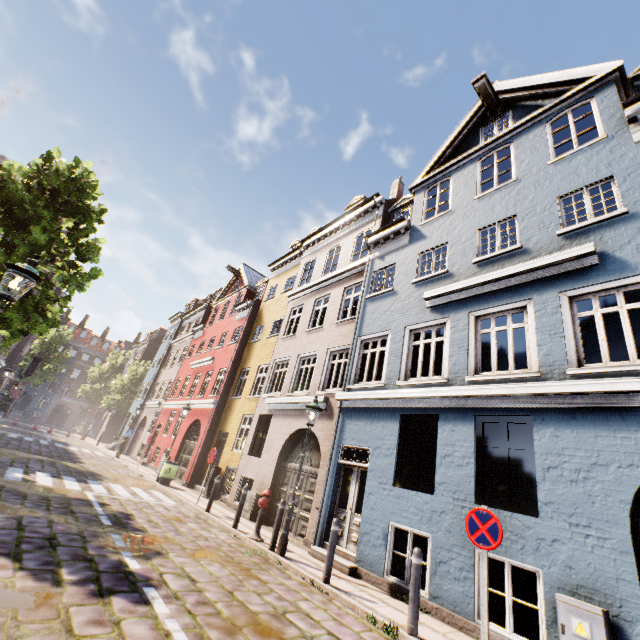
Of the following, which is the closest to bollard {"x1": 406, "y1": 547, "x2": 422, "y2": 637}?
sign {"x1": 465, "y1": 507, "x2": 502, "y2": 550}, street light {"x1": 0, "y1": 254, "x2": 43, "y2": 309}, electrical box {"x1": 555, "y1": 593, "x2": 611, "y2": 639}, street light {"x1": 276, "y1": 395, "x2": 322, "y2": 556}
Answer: → sign {"x1": 465, "y1": 507, "x2": 502, "y2": 550}

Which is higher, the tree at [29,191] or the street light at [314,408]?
the tree at [29,191]

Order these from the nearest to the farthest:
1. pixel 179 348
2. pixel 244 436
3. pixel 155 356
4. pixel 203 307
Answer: pixel 244 436 → pixel 203 307 → pixel 179 348 → pixel 155 356

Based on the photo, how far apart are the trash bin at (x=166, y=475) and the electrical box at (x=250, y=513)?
5.09m

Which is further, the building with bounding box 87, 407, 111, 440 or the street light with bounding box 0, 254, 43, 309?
the building with bounding box 87, 407, 111, 440

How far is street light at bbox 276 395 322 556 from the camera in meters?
7.7 m

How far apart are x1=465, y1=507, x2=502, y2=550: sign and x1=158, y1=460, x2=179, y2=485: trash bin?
14.2m

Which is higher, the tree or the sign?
the tree
